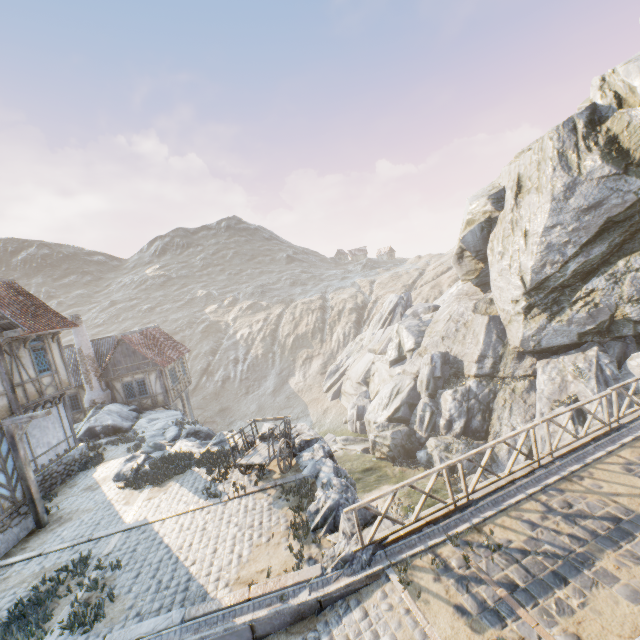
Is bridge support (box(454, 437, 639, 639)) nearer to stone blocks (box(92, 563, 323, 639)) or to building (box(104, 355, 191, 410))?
stone blocks (box(92, 563, 323, 639))

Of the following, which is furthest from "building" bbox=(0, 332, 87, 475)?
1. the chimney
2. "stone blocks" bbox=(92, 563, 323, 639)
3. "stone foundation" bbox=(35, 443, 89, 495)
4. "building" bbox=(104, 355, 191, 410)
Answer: "building" bbox=(104, 355, 191, 410)

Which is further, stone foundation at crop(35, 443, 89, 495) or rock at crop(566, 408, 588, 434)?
rock at crop(566, 408, 588, 434)

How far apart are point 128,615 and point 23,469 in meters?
7.5 m

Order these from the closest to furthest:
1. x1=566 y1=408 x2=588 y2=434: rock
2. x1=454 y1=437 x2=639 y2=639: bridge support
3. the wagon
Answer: x1=454 y1=437 x2=639 y2=639: bridge support
the wagon
x1=566 y1=408 x2=588 y2=434: rock

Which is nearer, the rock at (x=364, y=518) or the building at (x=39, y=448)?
the rock at (x=364, y=518)

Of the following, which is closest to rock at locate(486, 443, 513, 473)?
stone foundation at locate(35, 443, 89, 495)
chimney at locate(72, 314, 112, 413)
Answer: chimney at locate(72, 314, 112, 413)

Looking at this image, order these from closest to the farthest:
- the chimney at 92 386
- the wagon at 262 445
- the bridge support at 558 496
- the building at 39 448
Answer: the bridge support at 558 496
the wagon at 262 445
the building at 39 448
the chimney at 92 386
